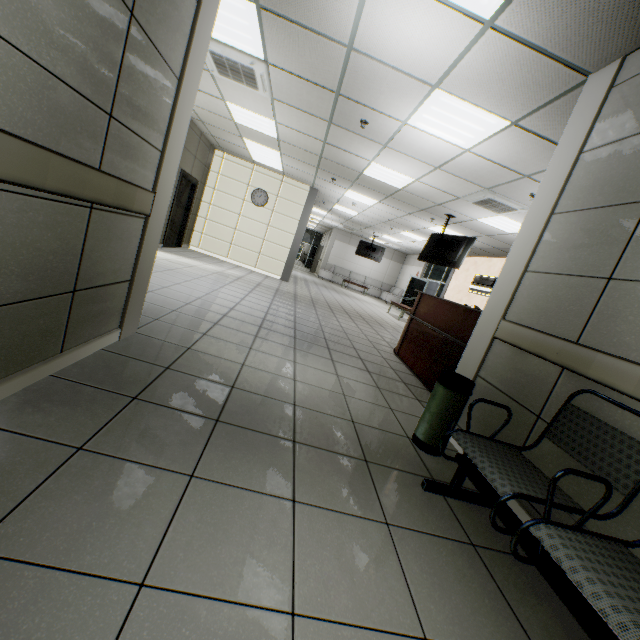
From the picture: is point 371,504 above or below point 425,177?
below

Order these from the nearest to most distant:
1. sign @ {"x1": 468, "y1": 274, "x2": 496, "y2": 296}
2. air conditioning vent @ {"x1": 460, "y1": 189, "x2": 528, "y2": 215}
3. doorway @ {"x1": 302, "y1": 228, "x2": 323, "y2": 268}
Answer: air conditioning vent @ {"x1": 460, "y1": 189, "x2": 528, "y2": 215} < sign @ {"x1": 468, "y1": 274, "x2": 496, "y2": 296} < doorway @ {"x1": 302, "y1": 228, "x2": 323, "y2": 268}

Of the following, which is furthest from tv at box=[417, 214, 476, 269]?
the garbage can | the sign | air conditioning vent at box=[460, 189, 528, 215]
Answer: the garbage can

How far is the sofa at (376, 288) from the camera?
19.2 meters

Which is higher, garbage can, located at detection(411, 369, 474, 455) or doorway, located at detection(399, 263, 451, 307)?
doorway, located at detection(399, 263, 451, 307)

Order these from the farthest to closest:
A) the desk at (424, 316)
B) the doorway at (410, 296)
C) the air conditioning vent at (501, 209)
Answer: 1. the doorway at (410, 296)
2. the air conditioning vent at (501, 209)
3. the desk at (424, 316)

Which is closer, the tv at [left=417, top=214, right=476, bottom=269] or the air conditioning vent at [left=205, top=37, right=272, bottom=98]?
the air conditioning vent at [left=205, top=37, right=272, bottom=98]

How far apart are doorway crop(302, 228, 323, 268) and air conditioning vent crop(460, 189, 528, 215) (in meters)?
21.35
